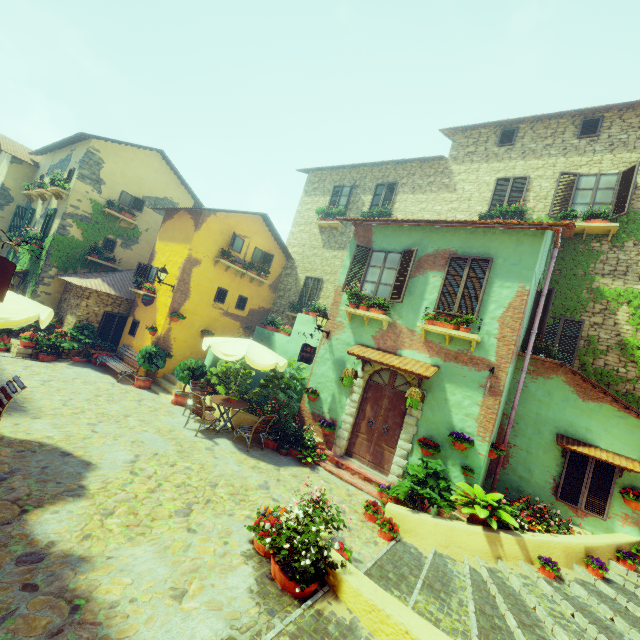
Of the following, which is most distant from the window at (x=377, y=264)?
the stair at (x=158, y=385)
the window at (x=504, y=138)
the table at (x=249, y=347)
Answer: the window at (x=504, y=138)

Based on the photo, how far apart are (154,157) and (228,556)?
18.7m

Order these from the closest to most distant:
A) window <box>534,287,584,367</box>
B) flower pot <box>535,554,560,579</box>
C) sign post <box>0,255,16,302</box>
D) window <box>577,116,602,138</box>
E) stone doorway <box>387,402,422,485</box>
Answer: sign post <box>0,255,16,302</box>, flower pot <box>535,554,560,579</box>, stone doorway <box>387,402,422,485</box>, window <box>534,287,584,367</box>, window <box>577,116,602,138</box>

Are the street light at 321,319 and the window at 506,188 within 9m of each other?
yes

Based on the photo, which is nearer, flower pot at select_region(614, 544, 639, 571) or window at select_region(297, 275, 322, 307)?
flower pot at select_region(614, 544, 639, 571)

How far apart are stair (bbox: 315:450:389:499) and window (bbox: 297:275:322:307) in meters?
7.5

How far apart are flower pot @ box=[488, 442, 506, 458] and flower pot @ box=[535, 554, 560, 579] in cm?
203

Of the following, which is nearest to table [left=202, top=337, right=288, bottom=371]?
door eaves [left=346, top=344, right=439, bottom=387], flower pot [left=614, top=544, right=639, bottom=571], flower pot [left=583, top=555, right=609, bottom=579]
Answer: door eaves [left=346, top=344, right=439, bottom=387]
